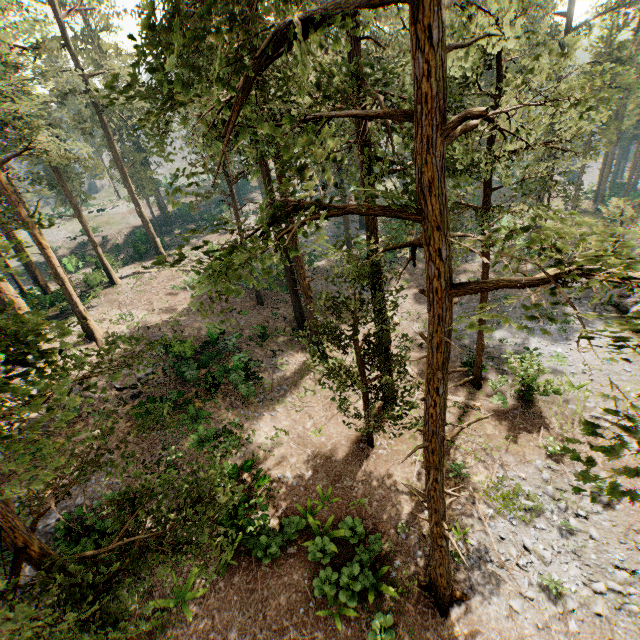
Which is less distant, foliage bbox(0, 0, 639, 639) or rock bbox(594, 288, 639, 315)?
foliage bbox(0, 0, 639, 639)

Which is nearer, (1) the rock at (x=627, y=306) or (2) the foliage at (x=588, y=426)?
(2) the foliage at (x=588, y=426)

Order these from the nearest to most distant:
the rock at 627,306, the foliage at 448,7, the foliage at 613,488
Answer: the foliage at 613,488 < the foliage at 448,7 < the rock at 627,306

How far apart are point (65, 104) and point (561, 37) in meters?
50.4

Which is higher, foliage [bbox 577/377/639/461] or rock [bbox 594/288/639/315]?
foliage [bbox 577/377/639/461]

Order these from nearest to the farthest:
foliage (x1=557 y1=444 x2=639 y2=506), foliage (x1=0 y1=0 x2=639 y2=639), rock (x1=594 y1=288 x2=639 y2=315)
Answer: foliage (x1=557 y1=444 x2=639 y2=506), foliage (x1=0 y1=0 x2=639 y2=639), rock (x1=594 y1=288 x2=639 y2=315)
